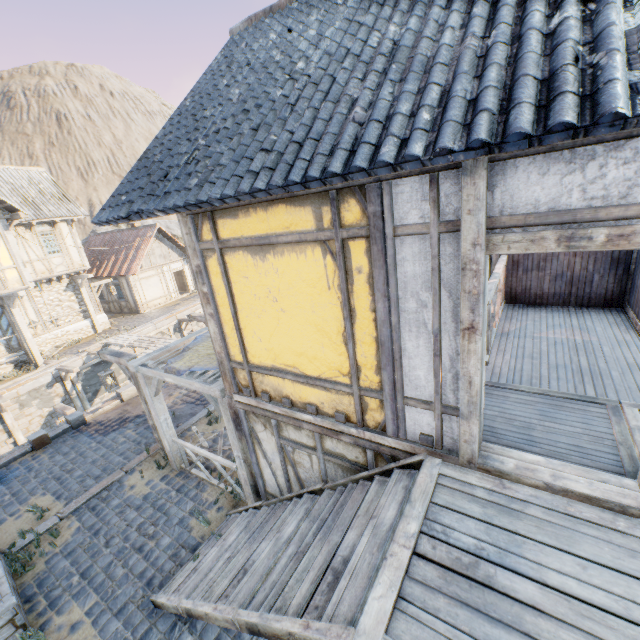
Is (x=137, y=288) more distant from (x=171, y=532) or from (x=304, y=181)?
(x=304, y=181)

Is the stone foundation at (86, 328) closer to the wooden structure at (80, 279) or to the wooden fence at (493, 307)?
the wooden structure at (80, 279)

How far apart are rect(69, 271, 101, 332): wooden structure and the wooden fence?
21.26m

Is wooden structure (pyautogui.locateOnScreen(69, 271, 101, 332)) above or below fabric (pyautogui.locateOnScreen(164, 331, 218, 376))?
above

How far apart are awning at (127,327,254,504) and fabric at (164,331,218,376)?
0.0m

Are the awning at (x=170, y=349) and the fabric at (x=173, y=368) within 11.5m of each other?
yes

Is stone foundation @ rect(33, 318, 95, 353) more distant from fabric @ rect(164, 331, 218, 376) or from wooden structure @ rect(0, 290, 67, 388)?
fabric @ rect(164, 331, 218, 376)

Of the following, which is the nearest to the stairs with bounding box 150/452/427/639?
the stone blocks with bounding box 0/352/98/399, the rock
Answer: the stone blocks with bounding box 0/352/98/399
